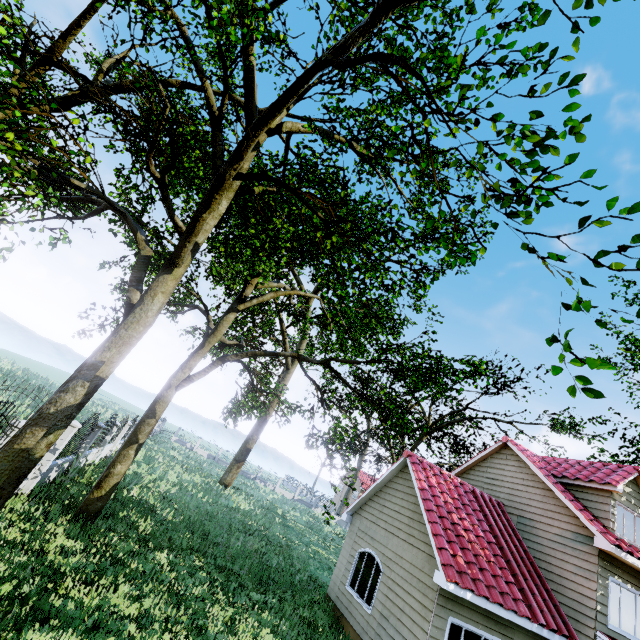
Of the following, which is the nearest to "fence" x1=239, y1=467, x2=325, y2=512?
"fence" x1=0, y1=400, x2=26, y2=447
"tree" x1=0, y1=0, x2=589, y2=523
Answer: "tree" x1=0, y1=0, x2=589, y2=523

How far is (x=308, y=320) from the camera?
21.7 meters

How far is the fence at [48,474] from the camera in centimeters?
969cm

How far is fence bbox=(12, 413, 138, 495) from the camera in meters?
9.7

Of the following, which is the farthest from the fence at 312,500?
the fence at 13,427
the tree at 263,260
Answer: the fence at 13,427

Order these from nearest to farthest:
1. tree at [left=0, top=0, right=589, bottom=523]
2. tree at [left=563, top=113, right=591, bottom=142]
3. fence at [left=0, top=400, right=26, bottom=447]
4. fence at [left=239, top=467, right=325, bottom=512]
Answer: tree at [left=563, top=113, right=591, bottom=142] → tree at [left=0, top=0, right=589, bottom=523] → fence at [left=0, top=400, right=26, bottom=447] → fence at [left=239, top=467, right=325, bottom=512]

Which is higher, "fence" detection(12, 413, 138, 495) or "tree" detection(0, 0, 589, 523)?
"tree" detection(0, 0, 589, 523)

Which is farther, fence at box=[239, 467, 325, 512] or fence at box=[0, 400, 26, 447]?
fence at box=[239, 467, 325, 512]
